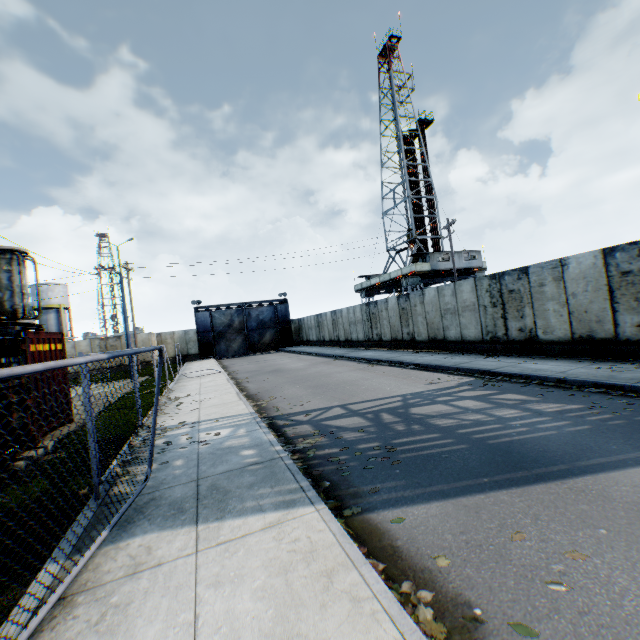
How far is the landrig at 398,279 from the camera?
33.00m

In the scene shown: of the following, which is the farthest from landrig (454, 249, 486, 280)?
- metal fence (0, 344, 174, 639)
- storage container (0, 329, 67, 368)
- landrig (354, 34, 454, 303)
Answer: storage container (0, 329, 67, 368)

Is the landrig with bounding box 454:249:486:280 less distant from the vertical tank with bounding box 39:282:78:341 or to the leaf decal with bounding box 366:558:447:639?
the leaf decal with bounding box 366:558:447:639

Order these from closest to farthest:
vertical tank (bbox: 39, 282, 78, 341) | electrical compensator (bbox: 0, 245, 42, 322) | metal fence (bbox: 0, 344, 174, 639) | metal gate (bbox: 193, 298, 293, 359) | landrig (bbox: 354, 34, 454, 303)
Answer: metal fence (bbox: 0, 344, 174, 639) < electrical compensator (bbox: 0, 245, 42, 322) < landrig (bbox: 354, 34, 454, 303) < metal gate (bbox: 193, 298, 293, 359) < vertical tank (bbox: 39, 282, 78, 341)

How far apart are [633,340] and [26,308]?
20.2 meters

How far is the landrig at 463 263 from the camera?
33.44m

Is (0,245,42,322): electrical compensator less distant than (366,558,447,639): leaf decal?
No

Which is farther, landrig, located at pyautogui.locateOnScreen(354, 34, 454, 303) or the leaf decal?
landrig, located at pyautogui.locateOnScreen(354, 34, 454, 303)
